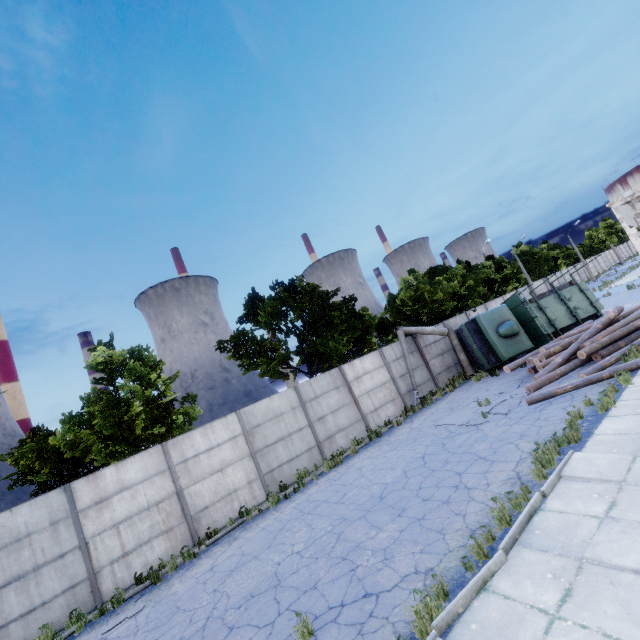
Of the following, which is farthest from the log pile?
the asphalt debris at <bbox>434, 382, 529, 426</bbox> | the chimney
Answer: the chimney

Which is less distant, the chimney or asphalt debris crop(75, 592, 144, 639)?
asphalt debris crop(75, 592, 144, 639)

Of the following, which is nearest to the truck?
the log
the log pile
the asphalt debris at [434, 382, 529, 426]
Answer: the log pile

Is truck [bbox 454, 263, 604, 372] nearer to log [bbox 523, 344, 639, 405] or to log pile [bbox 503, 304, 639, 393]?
log pile [bbox 503, 304, 639, 393]

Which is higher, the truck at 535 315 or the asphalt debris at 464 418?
the truck at 535 315

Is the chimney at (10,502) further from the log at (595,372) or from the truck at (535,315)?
the log at (595,372)

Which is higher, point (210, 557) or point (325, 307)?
point (325, 307)

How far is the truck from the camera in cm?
1697
